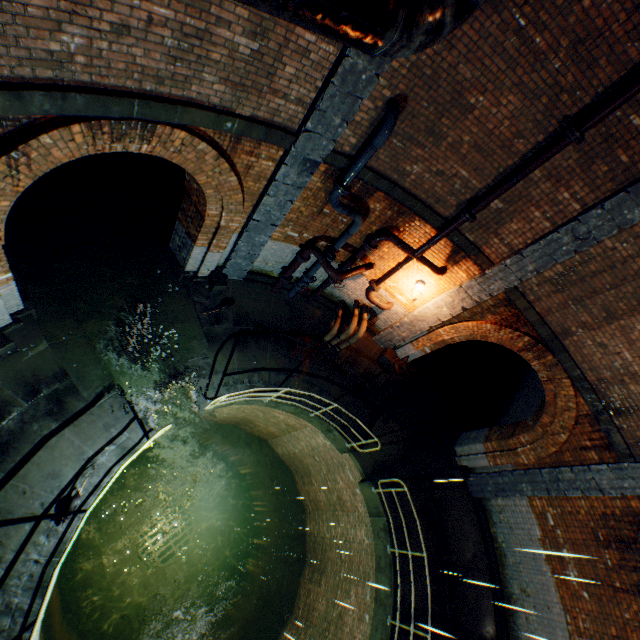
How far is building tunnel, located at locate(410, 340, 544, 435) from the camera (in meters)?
12.07

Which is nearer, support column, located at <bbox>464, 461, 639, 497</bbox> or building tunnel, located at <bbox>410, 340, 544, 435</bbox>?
support column, located at <bbox>464, 461, 639, 497</bbox>

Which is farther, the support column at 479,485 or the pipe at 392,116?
the support column at 479,485

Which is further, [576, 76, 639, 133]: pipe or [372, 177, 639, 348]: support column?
[372, 177, 639, 348]: support column

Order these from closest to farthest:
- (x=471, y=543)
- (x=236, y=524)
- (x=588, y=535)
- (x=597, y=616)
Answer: (x=597, y=616) < (x=588, y=535) < (x=471, y=543) < (x=236, y=524)

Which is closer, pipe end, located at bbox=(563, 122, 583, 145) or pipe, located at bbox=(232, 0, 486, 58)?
pipe, located at bbox=(232, 0, 486, 58)

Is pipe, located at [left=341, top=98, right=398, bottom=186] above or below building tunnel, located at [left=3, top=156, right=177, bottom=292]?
above

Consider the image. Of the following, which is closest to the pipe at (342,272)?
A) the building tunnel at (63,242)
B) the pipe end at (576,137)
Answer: the pipe end at (576,137)
